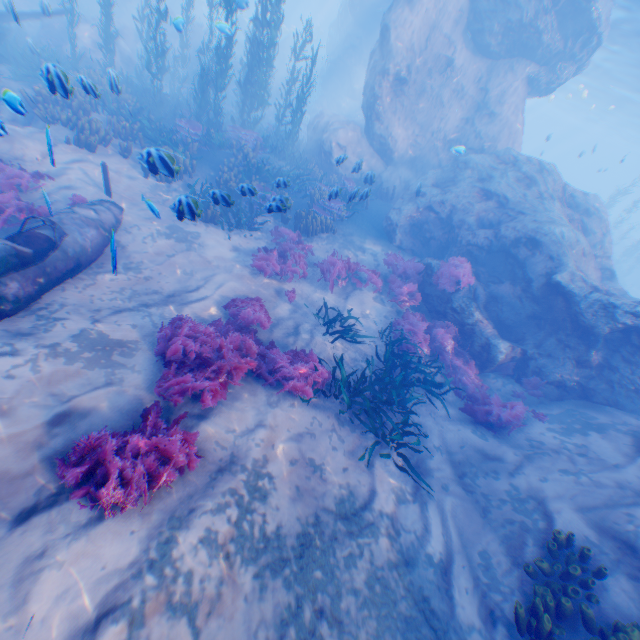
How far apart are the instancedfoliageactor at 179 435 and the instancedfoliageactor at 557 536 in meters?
5.1

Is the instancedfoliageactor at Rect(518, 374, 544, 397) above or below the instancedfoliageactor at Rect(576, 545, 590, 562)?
below

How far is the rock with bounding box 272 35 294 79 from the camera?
31.3 meters

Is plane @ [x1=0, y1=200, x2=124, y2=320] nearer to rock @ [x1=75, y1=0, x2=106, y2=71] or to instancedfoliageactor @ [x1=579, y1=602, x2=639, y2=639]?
rock @ [x1=75, y1=0, x2=106, y2=71]

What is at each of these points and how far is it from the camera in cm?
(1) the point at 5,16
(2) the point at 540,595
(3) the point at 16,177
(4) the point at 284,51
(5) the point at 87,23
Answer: (1) plane, 1369
(2) instancedfoliageactor, 496
(3) instancedfoliageactor, 854
(4) rock, 3381
(5) rock, 1870

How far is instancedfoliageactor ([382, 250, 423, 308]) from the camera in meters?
10.7 m
